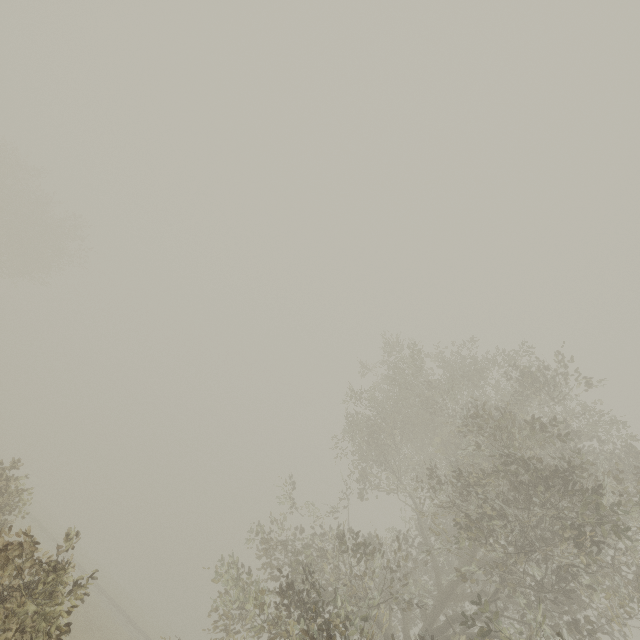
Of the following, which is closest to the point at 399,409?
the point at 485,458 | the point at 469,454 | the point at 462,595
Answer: the point at 469,454
